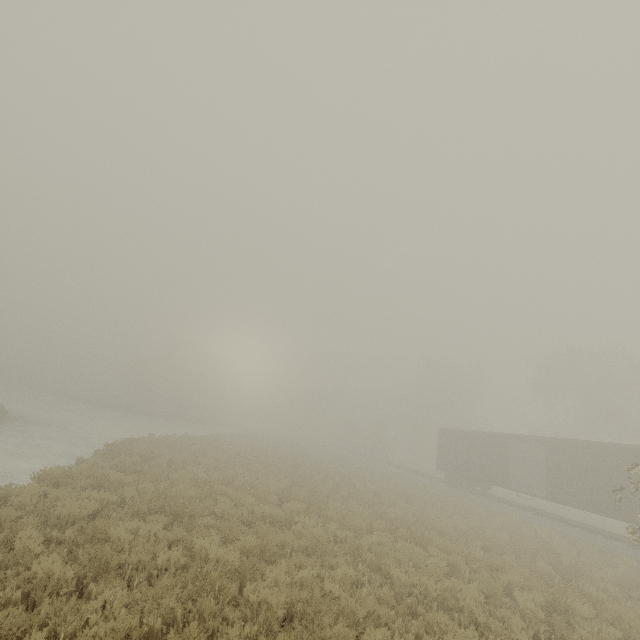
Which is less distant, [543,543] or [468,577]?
[468,577]
